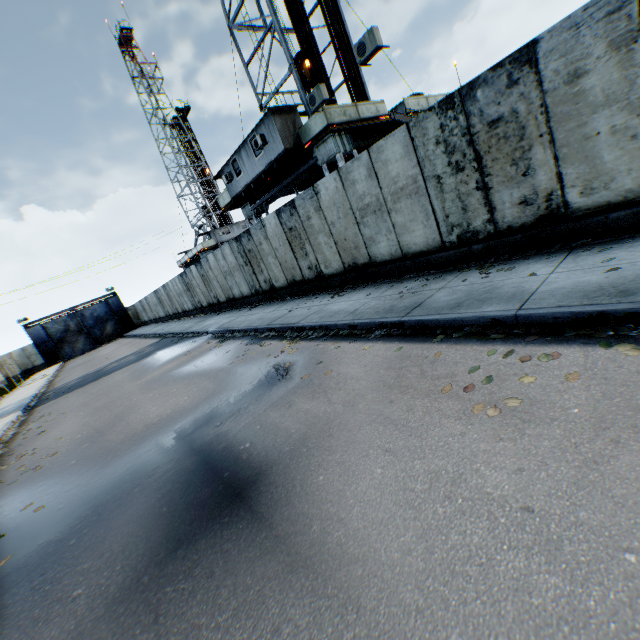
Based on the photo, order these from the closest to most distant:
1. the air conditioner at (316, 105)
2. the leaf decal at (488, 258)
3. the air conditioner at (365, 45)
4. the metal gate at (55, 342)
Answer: the leaf decal at (488, 258), the air conditioner at (365, 45), the air conditioner at (316, 105), the metal gate at (55, 342)

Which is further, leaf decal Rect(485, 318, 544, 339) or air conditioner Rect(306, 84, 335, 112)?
air conditioner Rect(306, 84, 335, 112)

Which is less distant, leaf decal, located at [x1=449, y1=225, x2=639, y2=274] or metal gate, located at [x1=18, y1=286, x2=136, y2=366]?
leaf decal, located at [x1=449, y1=225, x2=639, y2=274]

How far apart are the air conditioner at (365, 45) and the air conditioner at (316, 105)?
1.8 meters

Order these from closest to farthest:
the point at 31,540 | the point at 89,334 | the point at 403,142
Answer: the point at 31,540 < the point at 403,142 < the point at 89,334

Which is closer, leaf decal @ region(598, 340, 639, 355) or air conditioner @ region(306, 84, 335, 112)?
leaf decal @ region(598, 340, 639, 355)

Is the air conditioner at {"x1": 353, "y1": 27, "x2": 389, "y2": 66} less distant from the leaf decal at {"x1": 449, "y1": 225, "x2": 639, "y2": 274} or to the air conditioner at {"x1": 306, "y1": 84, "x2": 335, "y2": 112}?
the air conditioner at {"x1": 306, "y1": 84, "x2": 335, "y2": 112}

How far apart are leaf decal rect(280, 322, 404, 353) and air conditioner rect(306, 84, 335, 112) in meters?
9.1
